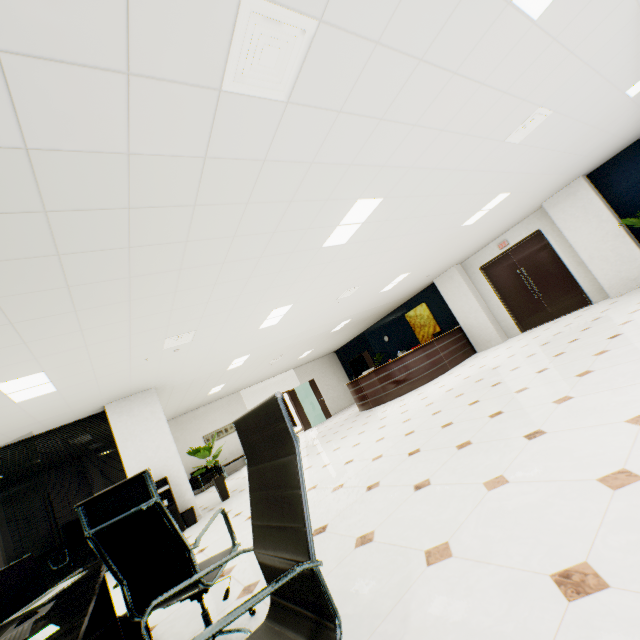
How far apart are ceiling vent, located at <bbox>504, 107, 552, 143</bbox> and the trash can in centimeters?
840cm

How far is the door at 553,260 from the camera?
9.13m

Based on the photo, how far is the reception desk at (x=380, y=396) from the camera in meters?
10.0

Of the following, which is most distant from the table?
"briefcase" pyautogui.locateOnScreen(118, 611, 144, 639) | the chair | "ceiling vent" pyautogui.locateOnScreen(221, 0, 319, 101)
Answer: the chair

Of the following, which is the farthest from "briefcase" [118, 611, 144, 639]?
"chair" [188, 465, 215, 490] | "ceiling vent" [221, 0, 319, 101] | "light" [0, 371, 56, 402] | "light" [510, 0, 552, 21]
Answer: "chair" [188, 465, 215, 490]

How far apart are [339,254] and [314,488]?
3.58m

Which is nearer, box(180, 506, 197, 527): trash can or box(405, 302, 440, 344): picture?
box(180, 506, 197, 527): trash can

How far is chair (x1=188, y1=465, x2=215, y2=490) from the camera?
11.6m
